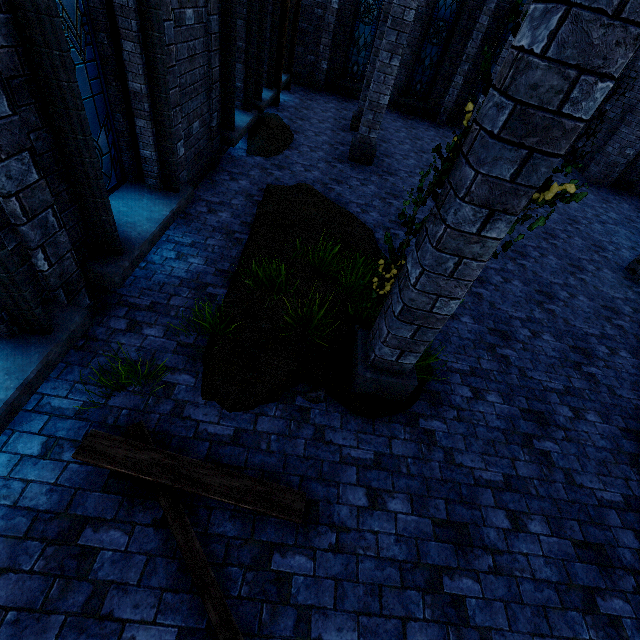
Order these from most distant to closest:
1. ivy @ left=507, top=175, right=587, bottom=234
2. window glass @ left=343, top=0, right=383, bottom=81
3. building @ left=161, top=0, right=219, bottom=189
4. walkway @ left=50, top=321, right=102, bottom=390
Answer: window glass @ left=343, top=0, right=383, bottom=81
building @ left=161, top=0, right=219, bottom=189
walkway @ left=50, top=321, right=102, bottom=390
ivy @ left=507, top=175, right=587, bottom=234

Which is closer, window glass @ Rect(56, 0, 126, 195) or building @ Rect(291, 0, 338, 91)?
window glass @ Rect(56, 0, 126, 195)

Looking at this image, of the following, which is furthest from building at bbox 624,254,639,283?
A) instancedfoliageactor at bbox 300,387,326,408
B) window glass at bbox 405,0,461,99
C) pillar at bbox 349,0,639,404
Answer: instancedfoliageactor at bbox 300,387,326,408

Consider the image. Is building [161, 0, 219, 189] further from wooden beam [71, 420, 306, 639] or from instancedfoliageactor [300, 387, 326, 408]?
instancedfoliageactor [300, 387, 326, 408]

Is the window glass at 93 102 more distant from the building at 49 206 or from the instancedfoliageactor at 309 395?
the instancedfoliageactor at 309 395

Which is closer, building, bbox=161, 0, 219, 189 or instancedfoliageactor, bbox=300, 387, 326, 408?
instancedfoliageactor, bbox=300, 387, 326, 408

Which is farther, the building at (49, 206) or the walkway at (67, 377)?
the walkway at (67, 377)

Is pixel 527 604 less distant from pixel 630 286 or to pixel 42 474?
pixel 42 474
